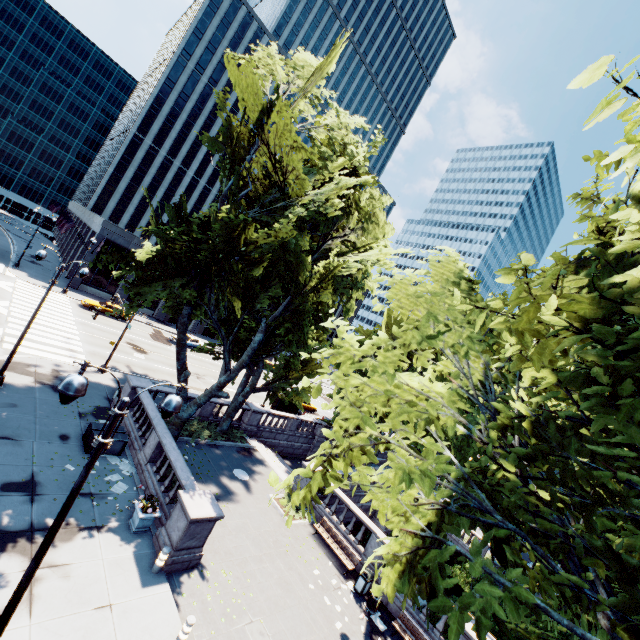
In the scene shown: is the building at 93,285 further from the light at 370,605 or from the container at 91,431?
Answer: the light at 370,605

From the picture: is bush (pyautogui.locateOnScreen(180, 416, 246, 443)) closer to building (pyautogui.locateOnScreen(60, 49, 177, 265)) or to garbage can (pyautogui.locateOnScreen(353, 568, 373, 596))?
garbage can (pyautogui.locateOnScreen(353, 568, 373, 596))

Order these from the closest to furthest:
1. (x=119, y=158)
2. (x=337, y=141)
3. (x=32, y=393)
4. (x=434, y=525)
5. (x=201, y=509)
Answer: (x=434, y=525)
(x=201, y=509)
(x=32, y=393)
(x=337, y=141)
(x=119, y=158)

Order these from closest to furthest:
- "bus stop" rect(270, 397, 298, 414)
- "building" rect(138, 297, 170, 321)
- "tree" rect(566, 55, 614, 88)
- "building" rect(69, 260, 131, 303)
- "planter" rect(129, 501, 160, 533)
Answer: "tree" rect(566, 55, 614, 88) → "planter" rect(129, 501, 160, 533) → "bus stop" rect(270, 397, 298, 414) → "building" rect(69, 260, 131, 303) → "building" rect(138, 297, 170, 321)

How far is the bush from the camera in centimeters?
2084cm

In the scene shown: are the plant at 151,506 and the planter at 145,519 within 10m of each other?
yes

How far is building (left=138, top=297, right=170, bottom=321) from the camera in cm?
4881

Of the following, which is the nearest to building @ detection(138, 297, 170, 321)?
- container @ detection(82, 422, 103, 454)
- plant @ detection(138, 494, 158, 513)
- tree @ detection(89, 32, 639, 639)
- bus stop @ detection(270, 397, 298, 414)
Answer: tree @ detection(89, 32, 639, 639)
